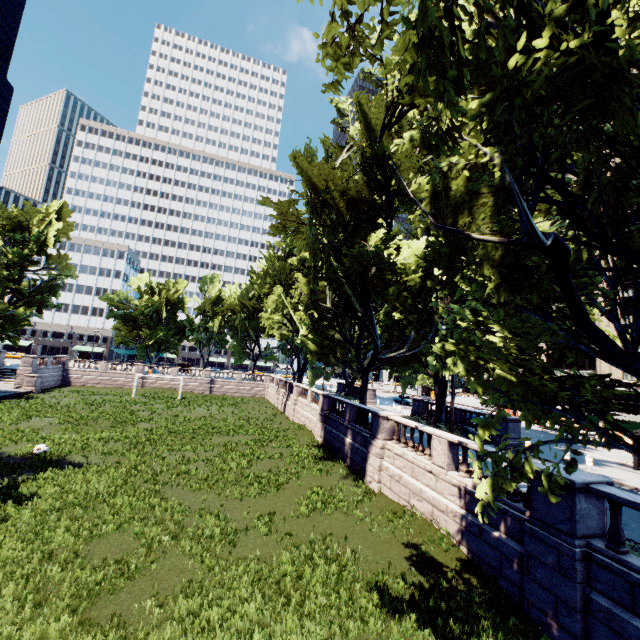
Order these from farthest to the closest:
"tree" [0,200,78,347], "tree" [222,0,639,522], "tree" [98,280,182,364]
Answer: "tree" [98,280,182,364]
"tree" [0,200,78,347]
"tree" [222,0,639,522]

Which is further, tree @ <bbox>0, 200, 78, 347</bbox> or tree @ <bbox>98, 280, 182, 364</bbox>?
tree @ <bbox>98, 280, 182, 364</bbox>

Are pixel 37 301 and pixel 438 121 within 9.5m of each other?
no

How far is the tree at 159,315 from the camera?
54.0m

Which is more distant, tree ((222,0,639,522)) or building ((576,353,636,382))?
building ((576,353,636,382))

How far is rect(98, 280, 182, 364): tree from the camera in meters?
54.0 m

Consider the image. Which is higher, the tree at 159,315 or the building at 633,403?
the tree at 159,315
